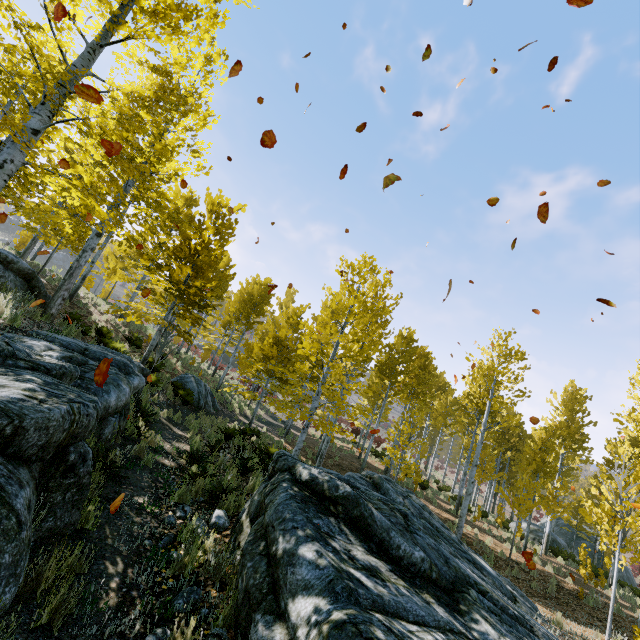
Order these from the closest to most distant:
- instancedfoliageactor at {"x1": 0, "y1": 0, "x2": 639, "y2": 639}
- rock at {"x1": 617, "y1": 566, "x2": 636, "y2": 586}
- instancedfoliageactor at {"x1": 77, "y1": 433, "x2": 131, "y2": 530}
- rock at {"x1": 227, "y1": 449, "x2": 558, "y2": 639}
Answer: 1. rock at {"x1": 227, "y1": 449, "x2": 558, "y2": 639}
2. instancedfoliageactor at {"x1": 77, "y1": 433, "x2": 131, "y2": 530}
3. instancedfoliageactor at {"x1": 0, "y1": 0, "x2": 639, "y2": 639}
4. rock at {"x1": 617, "y1": 566, "x2": 636, "y2": 586}

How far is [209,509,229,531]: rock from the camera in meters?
4.8

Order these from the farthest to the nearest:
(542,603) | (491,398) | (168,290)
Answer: (491,398) → (168,290) → (542,603)

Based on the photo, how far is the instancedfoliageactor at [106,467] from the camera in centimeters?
376cm

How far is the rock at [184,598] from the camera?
3.0m

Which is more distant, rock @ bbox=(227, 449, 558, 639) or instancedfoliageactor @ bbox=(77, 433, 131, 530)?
instancedfoliageactor @ bbox=(77, 433, 131, 530)

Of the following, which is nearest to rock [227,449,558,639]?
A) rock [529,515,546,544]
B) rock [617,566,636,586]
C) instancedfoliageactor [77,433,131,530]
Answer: instancedfoliageactor [77,433,131,530]
